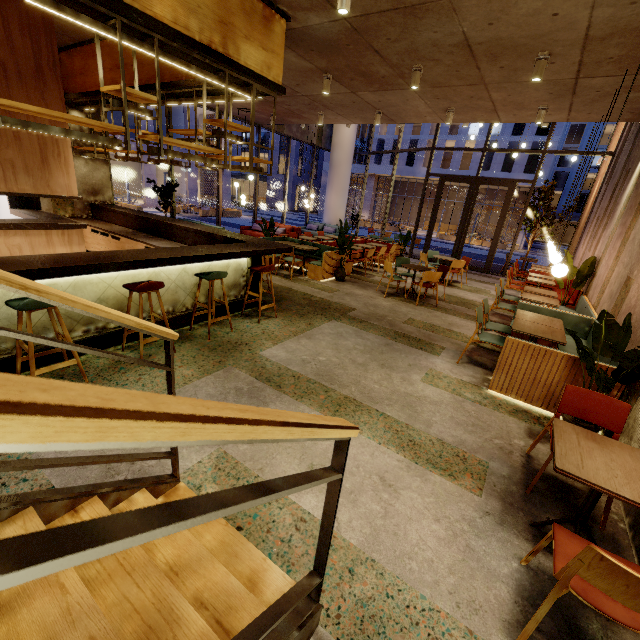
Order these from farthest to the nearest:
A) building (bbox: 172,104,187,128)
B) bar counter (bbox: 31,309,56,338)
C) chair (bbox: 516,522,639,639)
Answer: building (bbox: 172,104,187,128)
bar counter (bbox: 31,309,56,338)
chair (bbox: 516,522,639,639)

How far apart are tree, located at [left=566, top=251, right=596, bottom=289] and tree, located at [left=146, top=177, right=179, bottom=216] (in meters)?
11.02

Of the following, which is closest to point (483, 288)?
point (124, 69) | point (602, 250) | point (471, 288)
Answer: point (471, 288)

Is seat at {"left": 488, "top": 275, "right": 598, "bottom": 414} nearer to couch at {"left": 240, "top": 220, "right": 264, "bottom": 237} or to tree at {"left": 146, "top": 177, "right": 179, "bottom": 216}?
couch at {"left": 240, "top": 220, "right": 264, "bottom": 237}

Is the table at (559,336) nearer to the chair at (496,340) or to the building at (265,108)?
the building at (265,108)

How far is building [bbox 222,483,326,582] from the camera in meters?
2.0

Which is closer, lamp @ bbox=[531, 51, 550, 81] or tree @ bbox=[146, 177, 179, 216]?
lamp @ bbox=[531, 51, 550, 81]

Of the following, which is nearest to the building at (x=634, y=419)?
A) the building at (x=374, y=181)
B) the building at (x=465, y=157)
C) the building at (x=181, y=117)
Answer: the building at (x=181, y=117)
